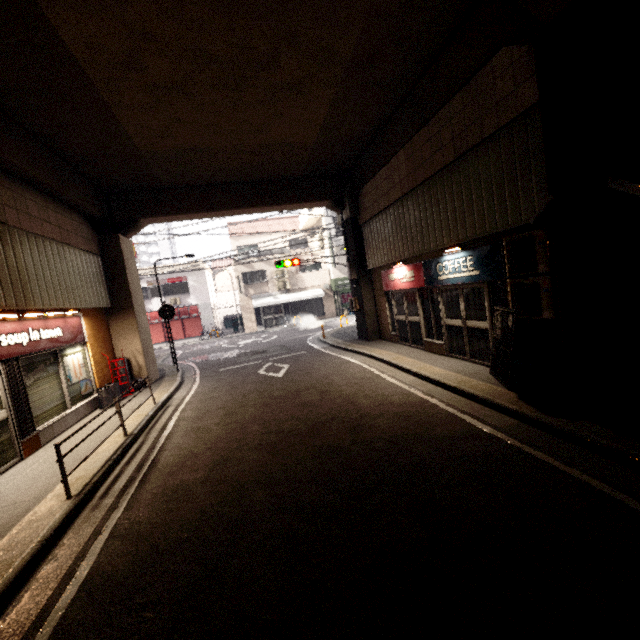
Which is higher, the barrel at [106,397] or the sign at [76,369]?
the sign at [76,369]

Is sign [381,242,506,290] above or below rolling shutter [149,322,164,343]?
above

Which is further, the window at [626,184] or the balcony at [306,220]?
the balcony at [306,220]

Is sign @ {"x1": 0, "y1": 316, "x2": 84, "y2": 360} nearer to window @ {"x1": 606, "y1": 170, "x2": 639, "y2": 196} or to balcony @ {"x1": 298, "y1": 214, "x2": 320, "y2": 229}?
window @ {"x1": 606, "y1": 170, "x2": 639, "y2": 196}

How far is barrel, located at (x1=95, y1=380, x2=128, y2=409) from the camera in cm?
927

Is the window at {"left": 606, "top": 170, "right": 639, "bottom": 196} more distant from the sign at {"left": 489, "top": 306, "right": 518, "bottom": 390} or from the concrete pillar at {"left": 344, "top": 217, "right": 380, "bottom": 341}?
the sign at {"left": 489, "top": 306, "right": 518, "bottom": 390}

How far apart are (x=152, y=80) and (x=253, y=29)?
2.33m

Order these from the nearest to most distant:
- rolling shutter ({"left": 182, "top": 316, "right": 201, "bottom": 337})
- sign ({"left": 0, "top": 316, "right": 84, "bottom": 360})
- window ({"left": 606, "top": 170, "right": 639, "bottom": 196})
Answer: window ({"left": 606, "top": 170, "right": 639, "bottom": 196}) → sign ({"left": 0, "top": 316, "right": 84, "bottom": 360}) → rolling shutter ({"left": 182, "top": 316, "right": 201, "bottom": 337})
